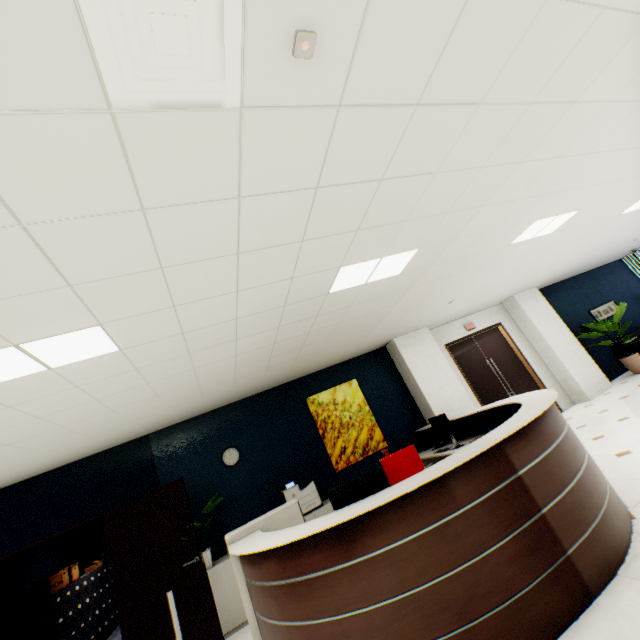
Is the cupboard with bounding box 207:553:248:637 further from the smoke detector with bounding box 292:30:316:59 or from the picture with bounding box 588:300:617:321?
the picture with bounding box 588:300:617:321

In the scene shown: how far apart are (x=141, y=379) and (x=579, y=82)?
4.49m

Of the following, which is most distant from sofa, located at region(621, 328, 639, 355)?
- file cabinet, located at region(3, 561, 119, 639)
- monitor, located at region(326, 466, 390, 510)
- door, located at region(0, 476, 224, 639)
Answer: file cabinet, located at region(3, 561, 119, 639)

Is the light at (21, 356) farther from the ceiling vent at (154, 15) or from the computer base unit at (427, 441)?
the computer base unit at (427, 441)

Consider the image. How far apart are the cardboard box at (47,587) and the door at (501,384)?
9.0 meters

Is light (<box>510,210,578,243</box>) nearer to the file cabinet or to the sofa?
the sofa

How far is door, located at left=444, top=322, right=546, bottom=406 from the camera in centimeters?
759cm

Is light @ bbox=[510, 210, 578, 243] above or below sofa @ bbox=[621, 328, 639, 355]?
above
